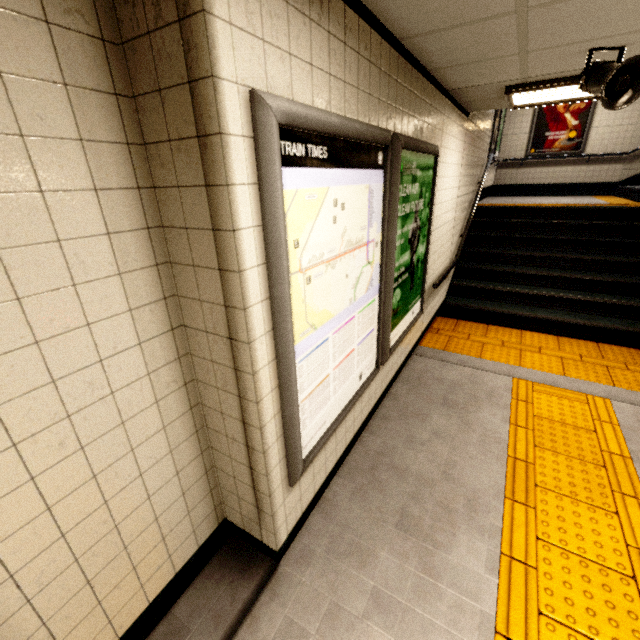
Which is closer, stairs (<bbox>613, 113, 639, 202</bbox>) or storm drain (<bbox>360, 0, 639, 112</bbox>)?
storm drain (<bbox>360, 0, 639, 112</bbox>)

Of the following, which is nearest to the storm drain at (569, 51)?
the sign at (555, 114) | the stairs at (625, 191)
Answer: the stairs at (625, 191)

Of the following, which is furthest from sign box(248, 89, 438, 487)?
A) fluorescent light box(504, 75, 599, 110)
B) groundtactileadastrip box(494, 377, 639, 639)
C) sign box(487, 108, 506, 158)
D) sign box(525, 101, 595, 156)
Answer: sign box(525, 101, 595, 156)

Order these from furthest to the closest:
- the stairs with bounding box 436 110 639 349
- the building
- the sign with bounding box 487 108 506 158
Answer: the building < the sign with bounding box 487 108 506 158 < the stairs with bounding box 436 110 639 349

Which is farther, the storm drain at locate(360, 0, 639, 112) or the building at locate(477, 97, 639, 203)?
the building at locate(477, 97, 639, 203)

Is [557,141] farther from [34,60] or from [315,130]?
[34,60]

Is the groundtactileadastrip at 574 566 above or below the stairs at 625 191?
below

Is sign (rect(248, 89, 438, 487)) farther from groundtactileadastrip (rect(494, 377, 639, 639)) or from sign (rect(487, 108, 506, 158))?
sign (rect(487, 108, 506, 158))
